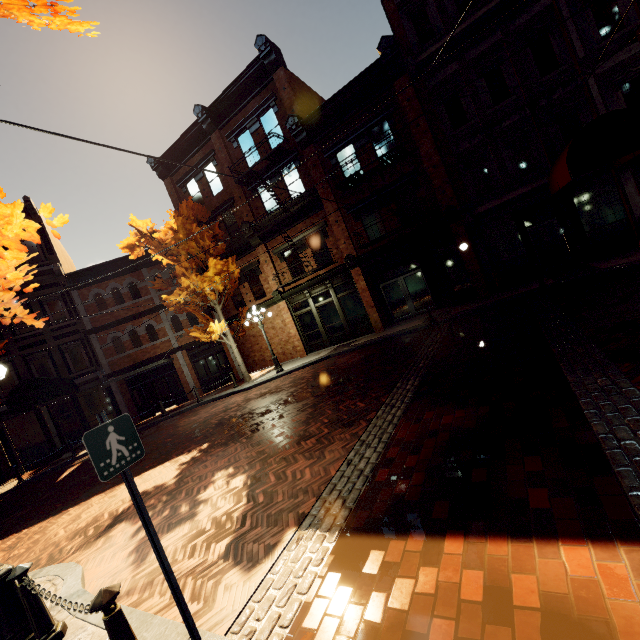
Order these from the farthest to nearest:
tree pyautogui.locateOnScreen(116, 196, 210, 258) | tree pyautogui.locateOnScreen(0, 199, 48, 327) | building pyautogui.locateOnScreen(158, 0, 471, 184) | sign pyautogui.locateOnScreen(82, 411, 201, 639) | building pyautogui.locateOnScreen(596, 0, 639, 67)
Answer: tree pyautogui.locateOnScreen(116, 196, 210, 258)
building pyautogui.locateOnScreen(158, 0, 471, 184)
building pyautogui.locateOnScreen(596, 0, 639, 67)
sign pyautogui.locateOnScreen(82, 411, 201, 639)
tree pyautogui.locateOnScreen(0, 199, 48, 327)

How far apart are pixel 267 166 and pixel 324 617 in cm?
1807

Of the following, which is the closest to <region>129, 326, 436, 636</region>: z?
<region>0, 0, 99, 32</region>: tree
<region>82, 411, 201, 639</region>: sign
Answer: <region>82, 411, 201, 639</region>: sign

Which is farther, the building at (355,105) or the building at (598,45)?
the building at (355,105)

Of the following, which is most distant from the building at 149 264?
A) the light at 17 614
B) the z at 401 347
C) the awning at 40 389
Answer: Answer: the light at 17 614

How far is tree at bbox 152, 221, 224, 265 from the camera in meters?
16.0

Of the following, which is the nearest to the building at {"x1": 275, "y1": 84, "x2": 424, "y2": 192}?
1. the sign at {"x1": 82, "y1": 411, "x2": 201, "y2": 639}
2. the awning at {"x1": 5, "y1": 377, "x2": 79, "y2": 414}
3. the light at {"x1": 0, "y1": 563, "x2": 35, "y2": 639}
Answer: the awning at {"x1": 5, "y1": 377, "x2": 79, "y2": 414}

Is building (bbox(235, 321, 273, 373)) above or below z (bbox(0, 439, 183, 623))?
above
